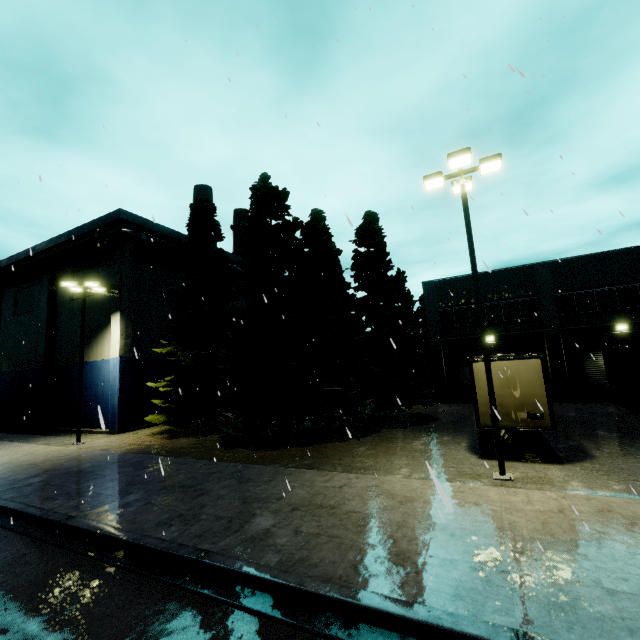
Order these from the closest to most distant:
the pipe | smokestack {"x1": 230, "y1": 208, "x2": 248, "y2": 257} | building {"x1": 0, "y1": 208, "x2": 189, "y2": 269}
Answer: the pipe, building {"x1": 0, "y1": 208, "x2": 189, "y2": 269}, smokestack {"x1": 230, "y1": 208, "x2": 248, "y2": 257}

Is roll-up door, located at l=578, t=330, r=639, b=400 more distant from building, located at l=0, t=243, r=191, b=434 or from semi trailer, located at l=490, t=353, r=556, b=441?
building, located at l=0, t=243, r=191, b=434

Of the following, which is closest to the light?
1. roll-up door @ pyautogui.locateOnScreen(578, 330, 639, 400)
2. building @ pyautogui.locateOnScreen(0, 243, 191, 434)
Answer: roll-up door @ pyautogui.locateOnScreen(578, 330, 639, 400)

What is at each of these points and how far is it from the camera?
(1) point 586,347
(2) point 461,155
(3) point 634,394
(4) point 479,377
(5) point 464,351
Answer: (1) roll-up door, 22.4m
(2) light, 9.9m
(3) semi trailer, 18.5m
(4) semi trailer, 11.6m
(5) roll-up door, 25.8m

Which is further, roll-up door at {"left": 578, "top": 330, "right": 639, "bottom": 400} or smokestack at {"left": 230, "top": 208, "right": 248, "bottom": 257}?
smokestack at {"left": 230, "top": 208, "right": 248, "bottom": 257}

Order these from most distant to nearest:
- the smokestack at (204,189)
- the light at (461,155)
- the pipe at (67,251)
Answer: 1. the smokestack at (204,189)
2. the pipe at (67,251)
3. the light at (461,155)

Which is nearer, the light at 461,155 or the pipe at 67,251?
the light at 461,155

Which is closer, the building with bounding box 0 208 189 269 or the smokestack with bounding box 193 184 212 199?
the building with bounding box 0 208 189 269
